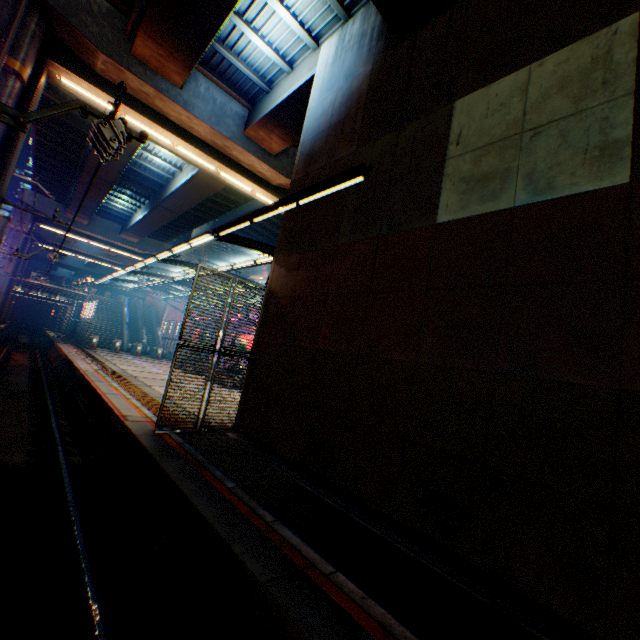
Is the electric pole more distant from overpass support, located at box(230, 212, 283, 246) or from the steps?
the steps

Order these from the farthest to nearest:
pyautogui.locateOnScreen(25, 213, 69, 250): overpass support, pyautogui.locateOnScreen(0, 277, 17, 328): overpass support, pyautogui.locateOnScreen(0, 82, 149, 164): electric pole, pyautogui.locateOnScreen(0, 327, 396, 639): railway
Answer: pyautogui.locateOnScreen(25, 213, 69, 250): overpass support < pyautogui.locateOnScreen(0, 277, 17, 328): overpass support < pyautogui.locateOnScreen(0, 82, 149, 164): electric pole < pyautogui.locateOnScreen(0, 327, 396, 639): railway

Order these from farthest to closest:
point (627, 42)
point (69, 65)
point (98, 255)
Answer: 1. point (98, 255)
2. point (69, 65)
3. point (627, 42)

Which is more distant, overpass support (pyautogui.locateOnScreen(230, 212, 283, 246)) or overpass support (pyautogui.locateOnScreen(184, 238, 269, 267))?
overpass support (pyautogui.locateOnScreen(184, 238, 269, 267))

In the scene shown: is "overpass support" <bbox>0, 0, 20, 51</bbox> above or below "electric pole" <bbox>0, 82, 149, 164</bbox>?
above

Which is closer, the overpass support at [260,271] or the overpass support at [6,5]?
the overpass support at [6,5]

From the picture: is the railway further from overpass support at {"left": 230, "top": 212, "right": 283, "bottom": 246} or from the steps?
the steps

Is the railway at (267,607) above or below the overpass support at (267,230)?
below
